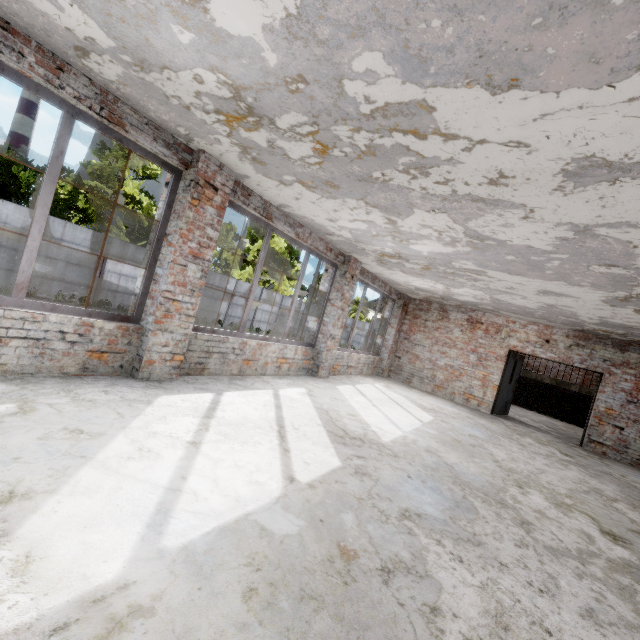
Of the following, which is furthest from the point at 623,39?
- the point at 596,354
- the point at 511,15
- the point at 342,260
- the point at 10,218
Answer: the point at 10,218

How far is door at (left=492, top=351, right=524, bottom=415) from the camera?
10.6 meters

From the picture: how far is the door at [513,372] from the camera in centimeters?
1059cm
